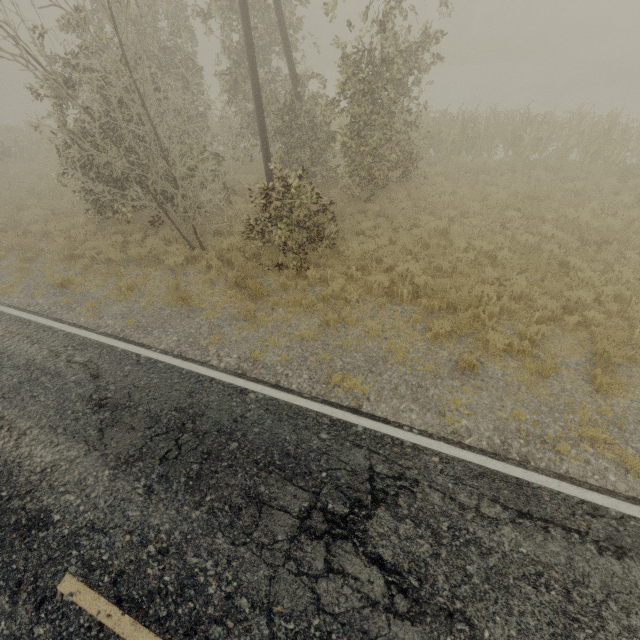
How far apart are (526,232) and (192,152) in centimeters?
1143cm
